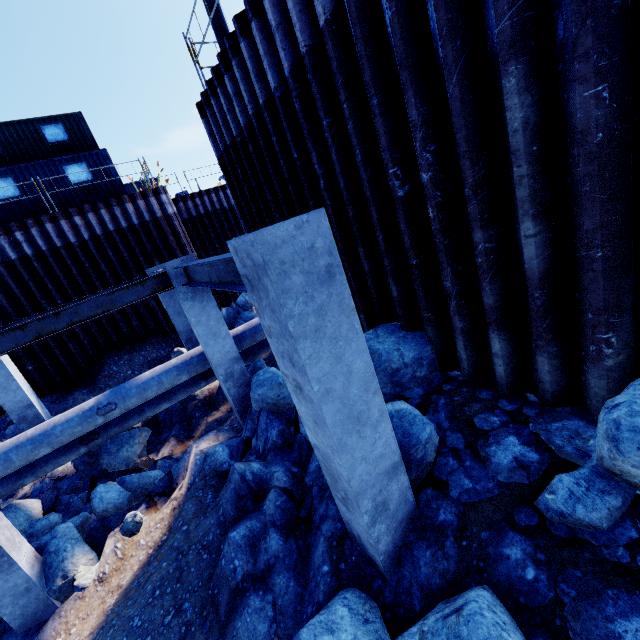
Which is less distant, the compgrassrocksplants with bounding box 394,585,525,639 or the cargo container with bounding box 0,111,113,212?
the compgrassrocksplants with bounding box 394,585,525,639

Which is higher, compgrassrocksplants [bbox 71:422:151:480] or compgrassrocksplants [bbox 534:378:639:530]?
compgrassrocksplants [bbox 534:378:639:530]

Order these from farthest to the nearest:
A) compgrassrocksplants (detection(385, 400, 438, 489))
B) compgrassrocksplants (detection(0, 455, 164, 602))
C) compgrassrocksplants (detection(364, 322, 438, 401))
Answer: compgrassrocksplants (detection(0, 455, 164, 602))
compgrassrocksplants (detection(364, 322, 438, 401))
compgrassrocksplants (detection(385, 400, 438, 489))

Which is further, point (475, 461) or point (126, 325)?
point (126, 325)

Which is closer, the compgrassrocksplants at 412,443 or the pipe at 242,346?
the compgrassrocksplants at 412,443

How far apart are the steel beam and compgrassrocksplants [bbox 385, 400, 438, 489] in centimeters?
209cm

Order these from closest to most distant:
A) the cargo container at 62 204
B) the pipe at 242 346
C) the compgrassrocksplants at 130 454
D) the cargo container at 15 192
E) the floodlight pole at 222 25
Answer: the floodlight pole at 222 25 < the compgrassrocksplants at 130 454 < the pipe at 242 346 < the cargo container at 15 192 < the cargo container at 62 204
